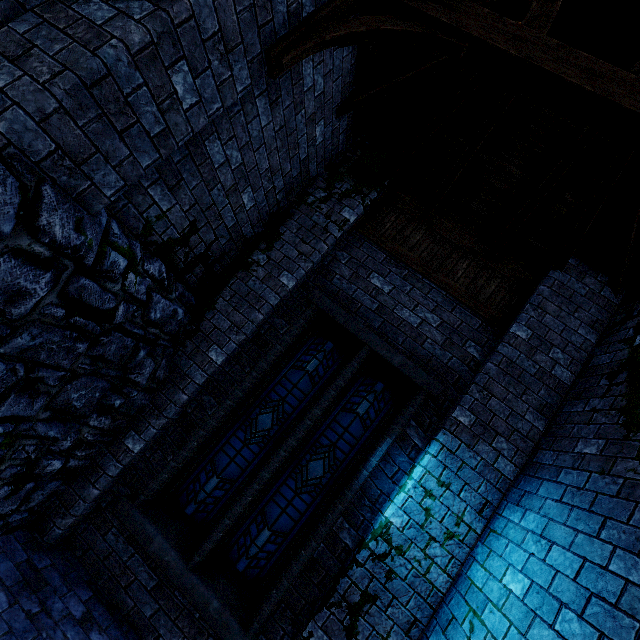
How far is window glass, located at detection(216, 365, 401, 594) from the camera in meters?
4.2

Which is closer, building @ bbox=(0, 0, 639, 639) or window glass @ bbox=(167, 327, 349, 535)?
building @ bbox=(0, 0, 639, 639)

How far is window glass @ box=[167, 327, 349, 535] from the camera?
4.5m

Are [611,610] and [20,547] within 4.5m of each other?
no

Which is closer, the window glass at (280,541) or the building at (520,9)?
the building at (520,9)

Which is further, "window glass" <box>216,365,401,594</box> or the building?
"window glass" <box>216,365,401,594</box>

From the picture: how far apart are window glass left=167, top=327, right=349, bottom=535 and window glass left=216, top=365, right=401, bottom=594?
0.3m

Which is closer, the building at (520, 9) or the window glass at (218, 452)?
the building at (520, 9)
